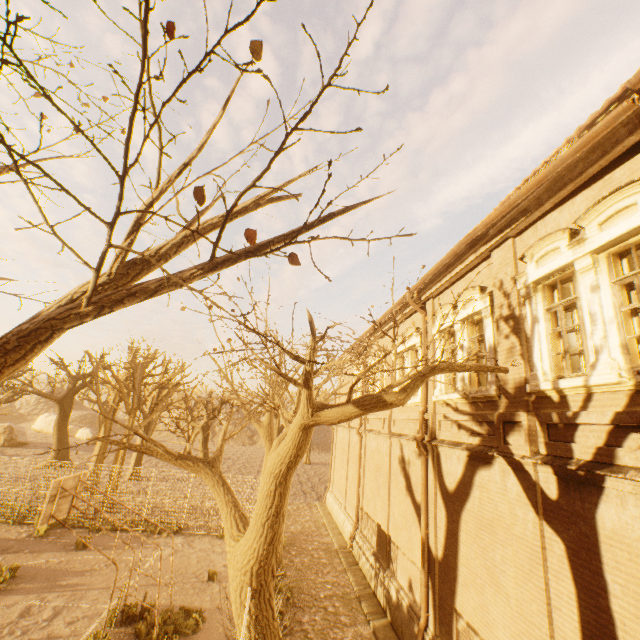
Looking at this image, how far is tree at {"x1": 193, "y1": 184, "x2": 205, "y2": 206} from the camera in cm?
174

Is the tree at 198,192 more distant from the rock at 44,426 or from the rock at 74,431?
the rock at 44,426

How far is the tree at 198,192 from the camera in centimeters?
174cm

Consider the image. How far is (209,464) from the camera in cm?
838

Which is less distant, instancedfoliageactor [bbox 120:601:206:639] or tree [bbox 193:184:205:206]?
tree [bbox 193:184:205:206]

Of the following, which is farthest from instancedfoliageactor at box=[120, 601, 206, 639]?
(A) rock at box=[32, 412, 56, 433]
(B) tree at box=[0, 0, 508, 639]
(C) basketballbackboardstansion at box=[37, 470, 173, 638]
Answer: (A) rock at box=[32, 412, 56, 433]

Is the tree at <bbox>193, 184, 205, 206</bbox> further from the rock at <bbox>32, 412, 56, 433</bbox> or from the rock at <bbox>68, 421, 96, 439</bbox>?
the rock at <bbox>32, 412, 56, 433</bbox>

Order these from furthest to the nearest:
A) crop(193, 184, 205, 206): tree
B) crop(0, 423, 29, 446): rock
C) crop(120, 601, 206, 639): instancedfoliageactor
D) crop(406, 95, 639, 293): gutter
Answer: crop(0, 423, 29, 446): rock
crop(120, 601, 206, 639): instancedfoliageactor
crop(406, 95, 639, 293): gutter
crop(193, 184, 205, 206): tree
